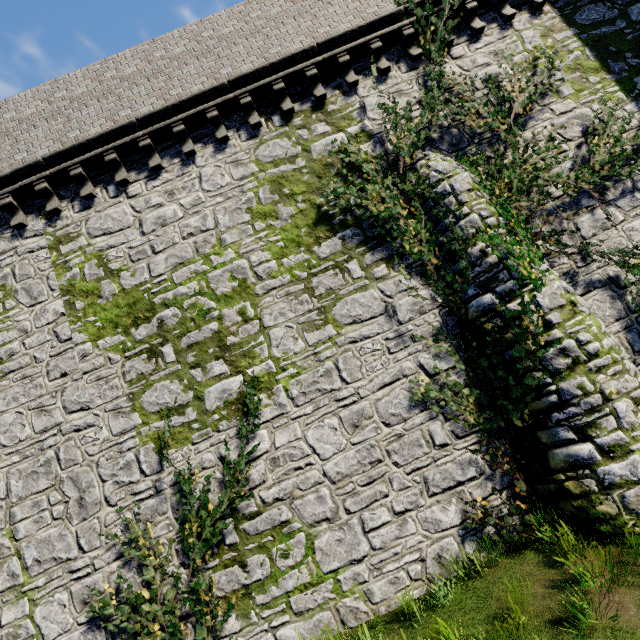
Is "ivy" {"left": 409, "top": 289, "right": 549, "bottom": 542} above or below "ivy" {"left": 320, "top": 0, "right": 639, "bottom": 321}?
below

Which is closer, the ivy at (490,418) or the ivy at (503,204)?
the ivy at (490,418)

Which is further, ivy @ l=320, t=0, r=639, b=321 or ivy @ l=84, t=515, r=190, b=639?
ivy @ l=320, t=0, r=639, b=321

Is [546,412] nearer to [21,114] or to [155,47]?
[155,47]

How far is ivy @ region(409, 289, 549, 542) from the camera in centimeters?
643cm

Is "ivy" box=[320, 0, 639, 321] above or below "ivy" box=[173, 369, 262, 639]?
above

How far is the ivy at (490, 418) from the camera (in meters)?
6.43
